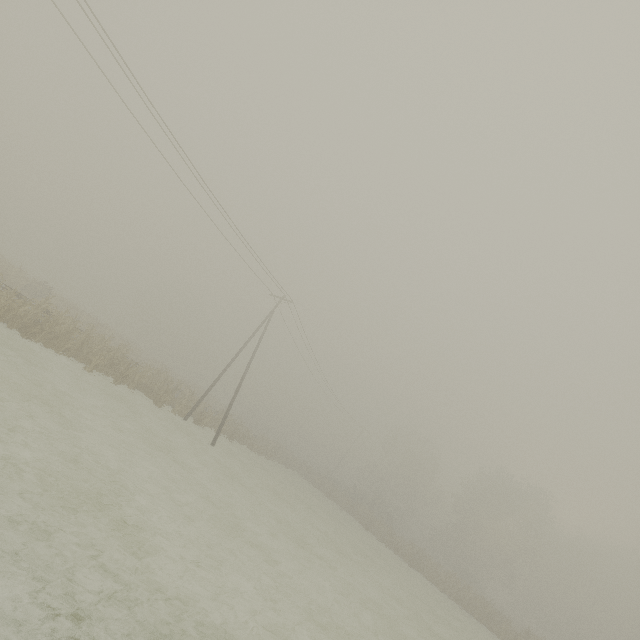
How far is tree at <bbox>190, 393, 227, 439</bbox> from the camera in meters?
25.8

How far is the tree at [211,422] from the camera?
25.8 meters

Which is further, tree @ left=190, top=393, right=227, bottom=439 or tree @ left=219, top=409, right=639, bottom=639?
tree @ left=219, top=409, right=639, bottom=639

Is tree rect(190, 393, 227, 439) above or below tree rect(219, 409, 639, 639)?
below

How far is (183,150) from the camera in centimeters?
1521cm

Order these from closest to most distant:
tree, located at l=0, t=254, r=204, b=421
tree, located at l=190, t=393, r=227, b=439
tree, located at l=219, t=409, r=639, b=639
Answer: tree, located at l=0, t=254, r=204, b=421, tree, located at l=190, t=393, r=227, b=439, tree, located at l=219, t=409, r=639, b=639

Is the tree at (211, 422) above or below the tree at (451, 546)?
below

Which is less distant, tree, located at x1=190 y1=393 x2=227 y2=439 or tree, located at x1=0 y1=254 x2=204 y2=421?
tree, located at x1=0 y1=254 x2=204 y2=421
